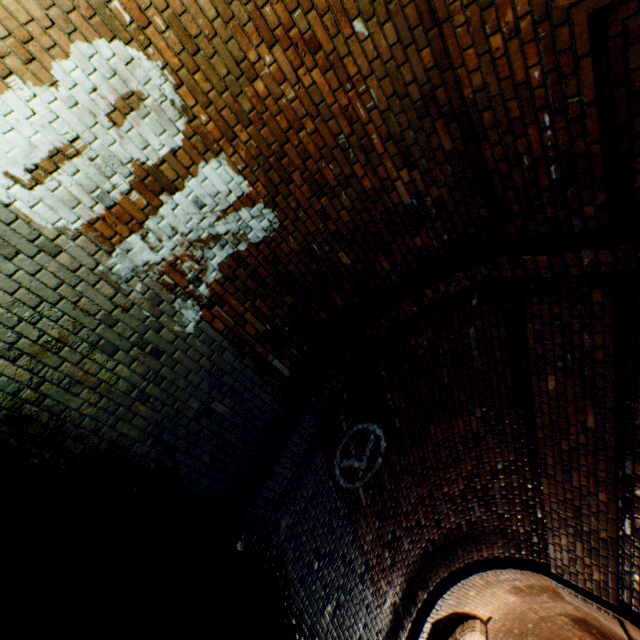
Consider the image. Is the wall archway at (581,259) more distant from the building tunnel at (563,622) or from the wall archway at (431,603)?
the wall archway at (431,603)

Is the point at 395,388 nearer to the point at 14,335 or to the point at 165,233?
the point at 165,233

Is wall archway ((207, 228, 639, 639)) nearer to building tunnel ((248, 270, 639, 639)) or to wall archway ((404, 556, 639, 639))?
building tunnel ((248, 270, 639, 639))

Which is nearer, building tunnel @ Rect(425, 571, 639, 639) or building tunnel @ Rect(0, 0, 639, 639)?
building tunnel @ Rect(0, 0, 639, 639)

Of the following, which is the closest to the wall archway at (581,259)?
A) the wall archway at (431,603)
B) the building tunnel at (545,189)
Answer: the building tunnel at (545,189)

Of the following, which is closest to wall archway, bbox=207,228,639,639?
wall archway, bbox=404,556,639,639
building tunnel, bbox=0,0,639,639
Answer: building tunnel, bbox=0,0,639,639

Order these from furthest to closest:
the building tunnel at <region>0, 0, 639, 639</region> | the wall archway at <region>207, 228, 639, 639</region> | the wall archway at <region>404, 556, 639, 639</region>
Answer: the wall archway at <region>404, 556, 639, 639</region>
the wall archway at <region>207, 228, 639, 639</region>
the building tunnel at <region>0, 0, 639, 639</region>
